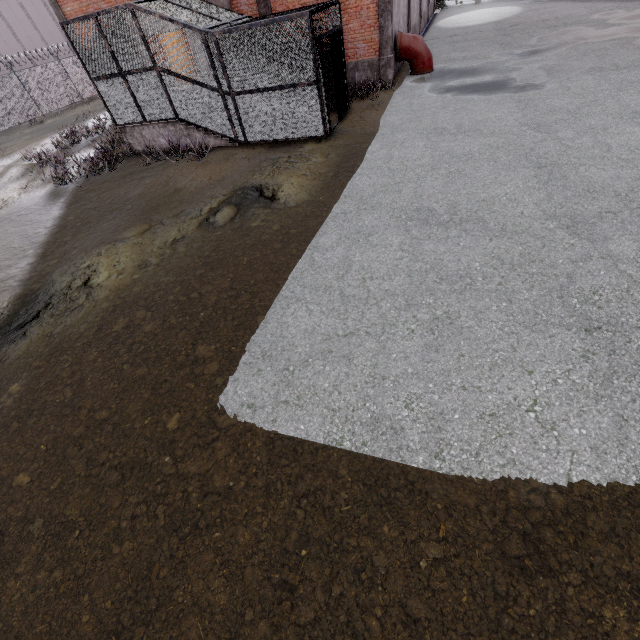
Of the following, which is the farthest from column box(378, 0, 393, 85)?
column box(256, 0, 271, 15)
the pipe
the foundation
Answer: column box(256, 0, 271, 15)

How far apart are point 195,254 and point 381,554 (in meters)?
6.26

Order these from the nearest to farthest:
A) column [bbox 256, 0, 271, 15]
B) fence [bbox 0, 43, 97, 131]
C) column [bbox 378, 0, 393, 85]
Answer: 1. column [bbox 378, 0, 393, 85]
2. column [bbox 256, 0, 271, 15]
3. fence [bbox 0, 43, 97, 131]

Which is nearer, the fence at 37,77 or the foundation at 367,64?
the foundation at 367,64

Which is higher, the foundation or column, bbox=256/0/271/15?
column, bbox=256/0/271/15

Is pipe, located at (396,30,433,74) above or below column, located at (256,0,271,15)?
below

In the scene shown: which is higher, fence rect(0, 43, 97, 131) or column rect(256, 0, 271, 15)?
column rect(256, 0, 271, 15)

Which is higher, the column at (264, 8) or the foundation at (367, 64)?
the column at (264, 8)
